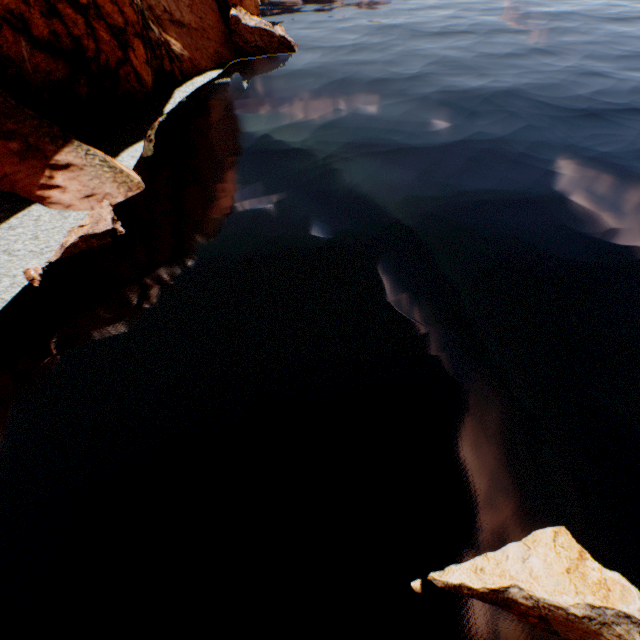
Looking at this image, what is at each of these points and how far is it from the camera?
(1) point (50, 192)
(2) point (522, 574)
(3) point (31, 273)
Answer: (1) rock, 12.7 meters
(2) rock, 5.5 meters
(3) rock, 10.7 meters

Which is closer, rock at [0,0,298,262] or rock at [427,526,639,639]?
rock at [427,526,639,639]

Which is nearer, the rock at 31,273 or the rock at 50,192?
the rock at 31,273

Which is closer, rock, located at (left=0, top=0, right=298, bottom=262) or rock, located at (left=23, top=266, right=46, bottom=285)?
rock, located at (left=23, top=266, right=46, bottom=285)

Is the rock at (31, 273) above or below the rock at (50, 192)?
below

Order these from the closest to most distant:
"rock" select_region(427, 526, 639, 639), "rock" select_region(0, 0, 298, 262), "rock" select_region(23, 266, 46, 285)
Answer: "rock" select_region(427, 526, 639, 639)
"rock" select_region(23, 266, 46, 285)
"rock" select_region(0, 0, 298, 262)

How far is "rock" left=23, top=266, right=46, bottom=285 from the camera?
10.6 meters
